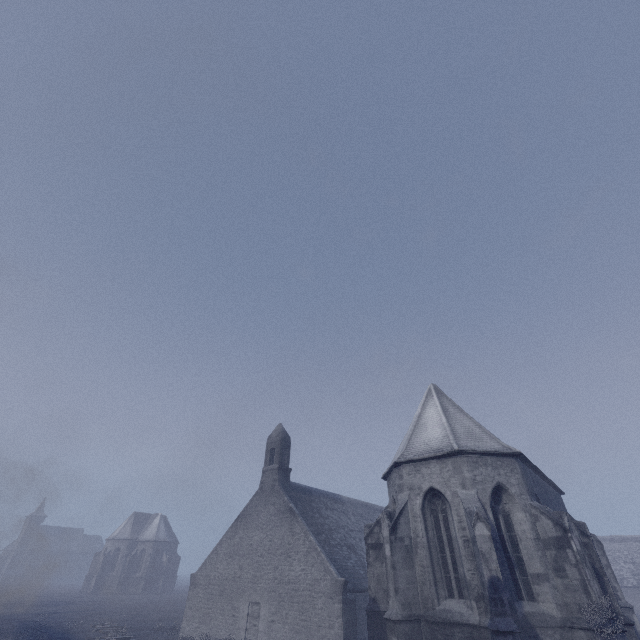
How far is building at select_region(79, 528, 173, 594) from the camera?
53.9 meters

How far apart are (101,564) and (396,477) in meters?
67.1

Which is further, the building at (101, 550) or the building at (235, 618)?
the building at (101, 550)

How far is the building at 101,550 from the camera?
53.9m

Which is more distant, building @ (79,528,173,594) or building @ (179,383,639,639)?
building @ (79,528,173,594)
